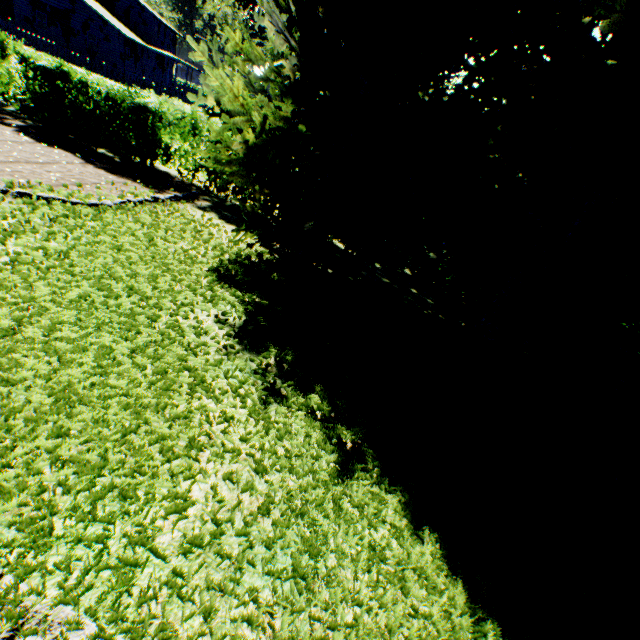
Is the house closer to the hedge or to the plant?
the plant

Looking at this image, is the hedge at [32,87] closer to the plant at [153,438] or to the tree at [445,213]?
the tree at [445,213]

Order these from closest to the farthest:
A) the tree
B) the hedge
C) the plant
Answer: the plant, the tree, the hedge

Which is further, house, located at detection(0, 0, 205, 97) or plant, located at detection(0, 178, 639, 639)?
house, located at detection(0, 0, 205, 97)

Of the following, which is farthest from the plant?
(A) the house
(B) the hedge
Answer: (B) the hedge

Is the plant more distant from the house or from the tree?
the tree

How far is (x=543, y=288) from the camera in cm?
444

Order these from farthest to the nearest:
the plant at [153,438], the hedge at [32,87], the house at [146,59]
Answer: the house at [146,59], the hedge at [32,87], the plant at [153,438]
